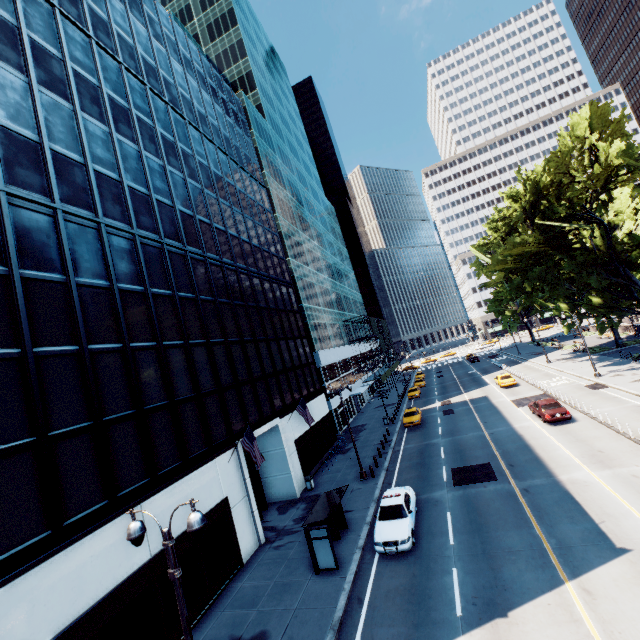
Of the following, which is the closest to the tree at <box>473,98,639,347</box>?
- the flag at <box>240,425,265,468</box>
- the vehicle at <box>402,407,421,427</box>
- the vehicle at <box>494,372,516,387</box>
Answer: the vehicle at <box>494,372,516,387</box>

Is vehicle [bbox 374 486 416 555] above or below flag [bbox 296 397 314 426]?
below

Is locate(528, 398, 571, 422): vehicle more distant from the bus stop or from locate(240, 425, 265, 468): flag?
locate(240, 425, 265, 468): flag

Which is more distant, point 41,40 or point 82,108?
point 82,108

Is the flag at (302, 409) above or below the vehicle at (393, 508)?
above

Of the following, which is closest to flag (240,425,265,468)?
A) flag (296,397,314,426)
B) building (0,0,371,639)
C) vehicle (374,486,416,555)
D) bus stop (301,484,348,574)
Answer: building (0,0,371,639)

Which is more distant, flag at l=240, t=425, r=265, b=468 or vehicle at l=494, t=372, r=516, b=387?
vehicle at l=494, t=372, r=516, b=387

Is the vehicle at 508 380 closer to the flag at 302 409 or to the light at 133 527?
the light at 133 527
